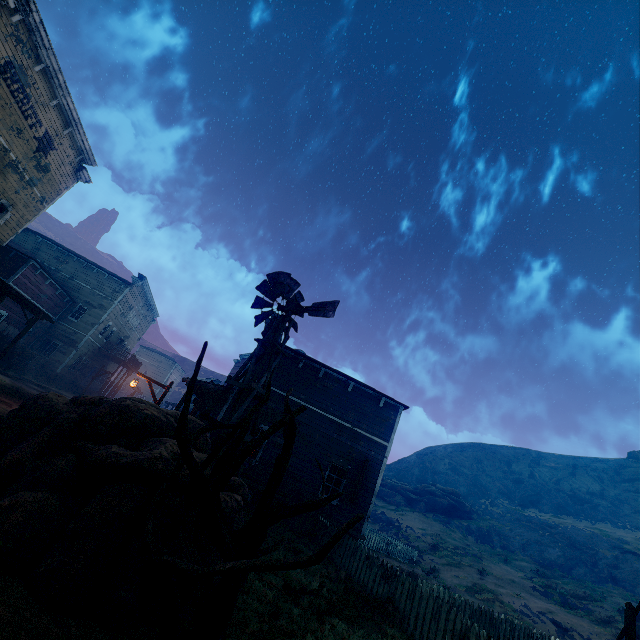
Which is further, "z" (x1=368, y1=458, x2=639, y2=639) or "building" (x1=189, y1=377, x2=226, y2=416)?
"z" (x1=368, y1=458, x2=639, y2=639)

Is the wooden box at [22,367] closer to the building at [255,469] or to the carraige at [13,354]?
the building at [255,469]

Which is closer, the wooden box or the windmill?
the windmill

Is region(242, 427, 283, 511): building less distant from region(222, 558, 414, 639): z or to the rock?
region(222, 558, 414, 639): z

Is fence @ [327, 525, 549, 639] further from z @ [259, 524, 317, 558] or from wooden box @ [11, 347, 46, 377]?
wooden box @ [11, 347, 46, 377]

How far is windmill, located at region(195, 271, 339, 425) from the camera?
9.95m

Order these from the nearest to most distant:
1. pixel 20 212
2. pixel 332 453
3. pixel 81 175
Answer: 1. pixel 332 453
2. pixel 20 212
3. pixel 81 175

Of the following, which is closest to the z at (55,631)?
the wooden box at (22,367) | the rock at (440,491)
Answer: the wooden box at (22,367)
